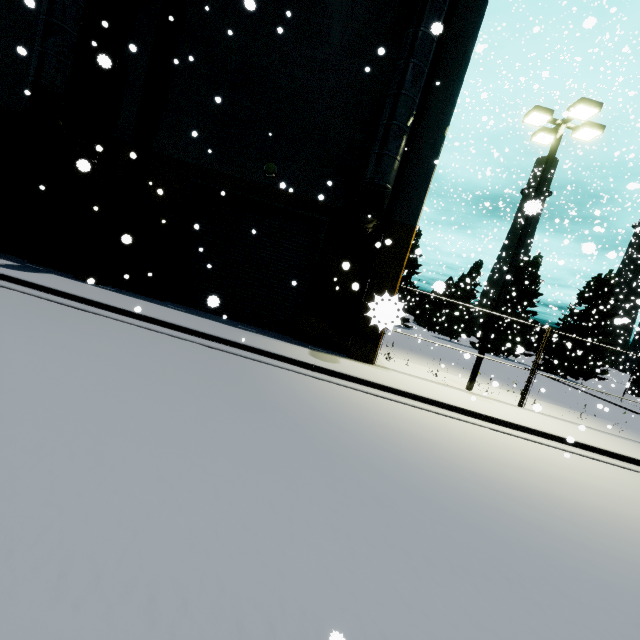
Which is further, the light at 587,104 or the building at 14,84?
the building at 14,84

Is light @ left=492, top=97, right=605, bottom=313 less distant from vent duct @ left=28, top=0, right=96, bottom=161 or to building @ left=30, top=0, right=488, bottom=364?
building @ left=30, top=0, right=488, bottom=364

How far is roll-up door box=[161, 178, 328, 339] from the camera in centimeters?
1159cm

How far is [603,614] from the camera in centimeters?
332cm

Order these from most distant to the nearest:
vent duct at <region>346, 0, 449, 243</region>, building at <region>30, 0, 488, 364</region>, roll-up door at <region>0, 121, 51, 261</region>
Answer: roll-up door at <region>0, 121, 51, 261</region>
building at <region>30, 0, 488, 364</region>
vent duct at <region>346, 0, 449, 243</region>

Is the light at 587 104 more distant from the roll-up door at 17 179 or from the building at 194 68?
the roll-up door at 17 179

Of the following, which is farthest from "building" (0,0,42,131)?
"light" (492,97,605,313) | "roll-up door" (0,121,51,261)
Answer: "light" (492,97,605,313)
